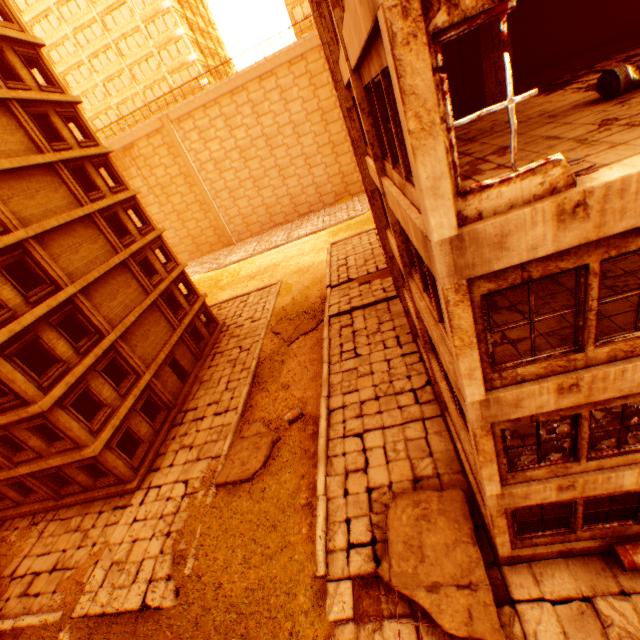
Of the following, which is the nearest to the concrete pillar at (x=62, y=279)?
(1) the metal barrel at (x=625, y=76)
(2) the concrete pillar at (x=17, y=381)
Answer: (2) the concrete pillar at (x=17, y=381)

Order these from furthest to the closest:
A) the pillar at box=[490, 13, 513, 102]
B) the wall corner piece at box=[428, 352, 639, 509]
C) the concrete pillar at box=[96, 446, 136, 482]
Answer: the concrete pillar at box=[96, 446, 136, 482], the pillar at box=[490, 13, 513, 102], the wall corner piece at box=[428, 352, 639, 509]

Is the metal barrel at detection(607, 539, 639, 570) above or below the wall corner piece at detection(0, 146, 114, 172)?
below

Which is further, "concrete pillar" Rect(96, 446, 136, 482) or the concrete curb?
"concrete pillar" Rect(96, 446, 136, 482)

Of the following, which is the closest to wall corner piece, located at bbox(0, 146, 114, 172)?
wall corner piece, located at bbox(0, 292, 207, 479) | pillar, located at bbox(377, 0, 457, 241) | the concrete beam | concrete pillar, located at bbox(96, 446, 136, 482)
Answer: pillar, located at bbox(377, 0, 457, 241)

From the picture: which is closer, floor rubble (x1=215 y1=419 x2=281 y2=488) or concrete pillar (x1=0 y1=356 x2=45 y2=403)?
concrete pillar (x1=0 y1=356 x2=45 y2=403)

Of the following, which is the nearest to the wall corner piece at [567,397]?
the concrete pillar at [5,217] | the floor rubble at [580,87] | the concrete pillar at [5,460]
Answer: the floor rubble at [580,87]

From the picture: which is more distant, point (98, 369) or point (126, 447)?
point (126, 447)
